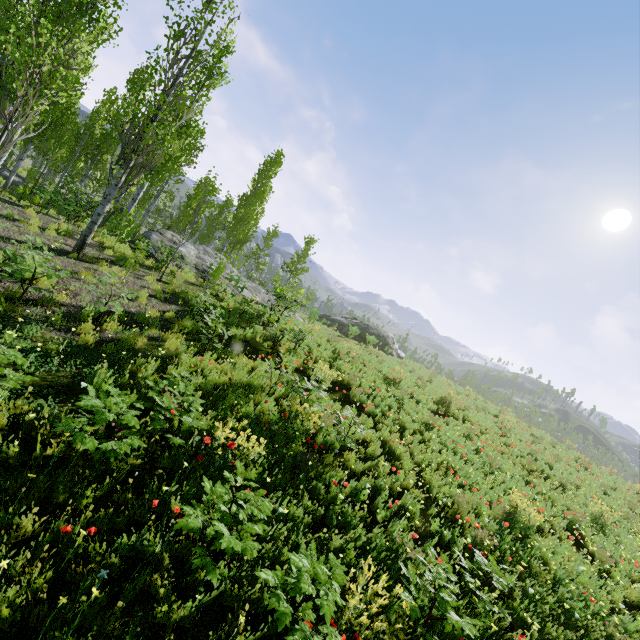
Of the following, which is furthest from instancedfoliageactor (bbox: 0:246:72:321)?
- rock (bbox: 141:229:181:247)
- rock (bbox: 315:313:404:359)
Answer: rock (bbox: 315:313:404:359)

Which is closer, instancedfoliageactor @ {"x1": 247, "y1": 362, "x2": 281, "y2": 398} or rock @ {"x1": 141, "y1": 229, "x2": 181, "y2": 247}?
instancedfoliageactor @ {"x1": 247, "y1": 362, "x2": 281, "y2": 398}

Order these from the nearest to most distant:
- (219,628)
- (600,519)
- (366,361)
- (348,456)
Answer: (219,628), (348,456), (600,519), (366,361)

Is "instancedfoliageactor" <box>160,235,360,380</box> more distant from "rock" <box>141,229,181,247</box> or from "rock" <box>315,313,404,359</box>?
"rock" <box>315,313,404,359</box>

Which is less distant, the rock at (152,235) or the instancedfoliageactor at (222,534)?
the instancedfoliageactor at (222,534)

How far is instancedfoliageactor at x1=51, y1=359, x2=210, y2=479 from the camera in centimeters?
342cm

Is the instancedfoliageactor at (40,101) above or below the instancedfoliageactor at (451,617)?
above
